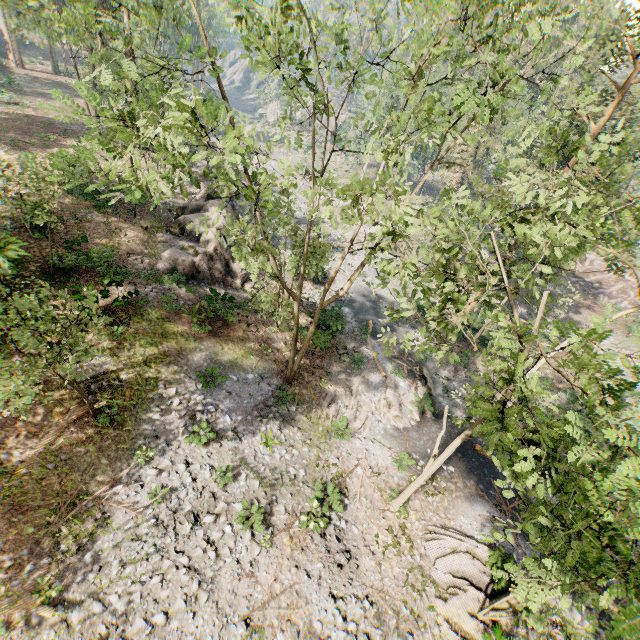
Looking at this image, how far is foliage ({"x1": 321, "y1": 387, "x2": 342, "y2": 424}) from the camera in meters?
19.2

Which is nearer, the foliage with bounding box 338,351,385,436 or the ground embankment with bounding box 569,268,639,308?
the foliage with bounding box 338,351,385,436

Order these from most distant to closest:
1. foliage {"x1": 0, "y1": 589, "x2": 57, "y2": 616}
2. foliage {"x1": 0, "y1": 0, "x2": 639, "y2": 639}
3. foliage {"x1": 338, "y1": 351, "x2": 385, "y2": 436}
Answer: foliage {"x1": 338, "y1": 351, "x2": 385, "y2": 436}, foliage {"x1": 0, "y1": 589, "x2": 57, "y2": 616}, foliage {"x1": 0, "y1": 0, "x2": 639, "y2": 639}

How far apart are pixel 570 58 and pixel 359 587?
19.0m

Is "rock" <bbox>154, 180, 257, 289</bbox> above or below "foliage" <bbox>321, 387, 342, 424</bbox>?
above

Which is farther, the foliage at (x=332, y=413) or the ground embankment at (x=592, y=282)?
the ground embankment at (x=592, y=282)

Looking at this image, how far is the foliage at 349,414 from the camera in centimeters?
1914cm
